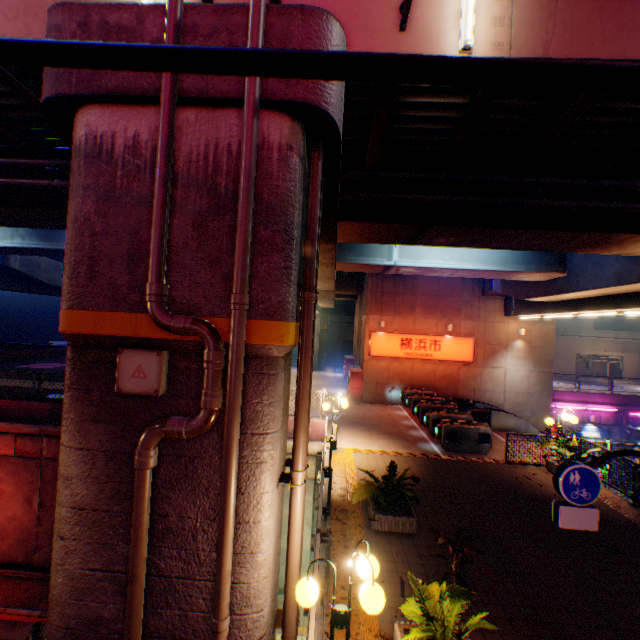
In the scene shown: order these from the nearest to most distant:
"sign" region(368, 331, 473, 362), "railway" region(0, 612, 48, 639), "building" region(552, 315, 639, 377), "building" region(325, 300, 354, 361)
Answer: "railway" region(0, 612, 48, 639), "sign" region(368, 331, 473, 362), "building" region(552, 315, 639, 377), "building" region(325, 300, 354, 361)

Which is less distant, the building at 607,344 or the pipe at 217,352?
the pipe at 217,352

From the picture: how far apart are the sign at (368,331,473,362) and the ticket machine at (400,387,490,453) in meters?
5.7 m

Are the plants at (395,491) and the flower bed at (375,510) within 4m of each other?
yes

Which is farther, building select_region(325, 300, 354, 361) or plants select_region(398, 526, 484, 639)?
building select_region(325, 300, 354, 361)

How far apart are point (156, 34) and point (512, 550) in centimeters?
1164cm

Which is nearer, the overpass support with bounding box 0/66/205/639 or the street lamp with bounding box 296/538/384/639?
the street lamp with bounding box 296/538/384/639

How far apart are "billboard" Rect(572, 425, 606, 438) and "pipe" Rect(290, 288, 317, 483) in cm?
2812
